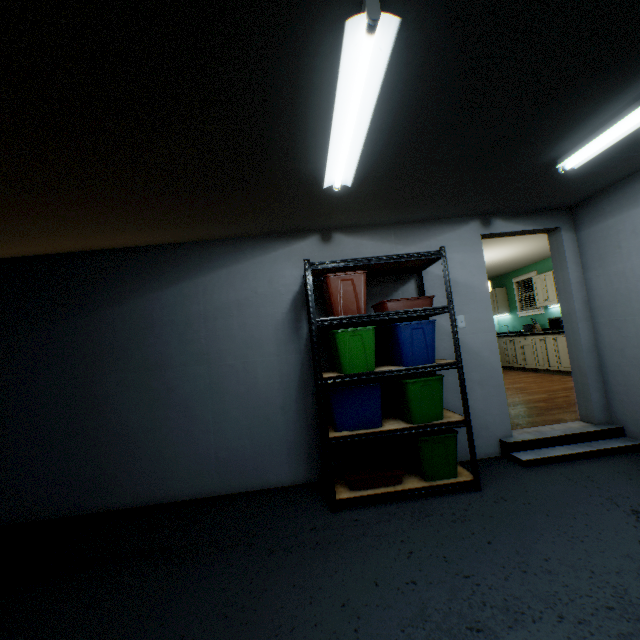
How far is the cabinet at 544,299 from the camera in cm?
663

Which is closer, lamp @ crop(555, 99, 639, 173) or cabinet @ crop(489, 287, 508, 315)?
lamp @ crop(555, 99, 639, 173)

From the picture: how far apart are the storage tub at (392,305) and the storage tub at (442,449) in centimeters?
106cm

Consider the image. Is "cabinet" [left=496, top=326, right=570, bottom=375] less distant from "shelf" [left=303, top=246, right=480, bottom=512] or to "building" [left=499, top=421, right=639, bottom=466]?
"building" [left=499, top=421, right=639, bottom=466]

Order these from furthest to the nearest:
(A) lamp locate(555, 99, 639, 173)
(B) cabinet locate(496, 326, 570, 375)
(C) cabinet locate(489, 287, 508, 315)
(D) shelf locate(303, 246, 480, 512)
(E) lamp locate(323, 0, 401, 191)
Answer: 1. (C) cabinet locate(489, 287, 508, 315)
2. (B) cabinet locate(496, 326, 570, 375)
3. (D) shelf locate(303, 246, 480, 512)
4. (A) lamp locate(555, 99, 639, 173)
5. (E) lamp locate(323, 0, 401, 191)

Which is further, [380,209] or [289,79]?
[380,209]

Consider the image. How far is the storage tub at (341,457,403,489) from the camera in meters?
2.6

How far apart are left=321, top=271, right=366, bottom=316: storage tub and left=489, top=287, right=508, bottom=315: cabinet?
6.7m
